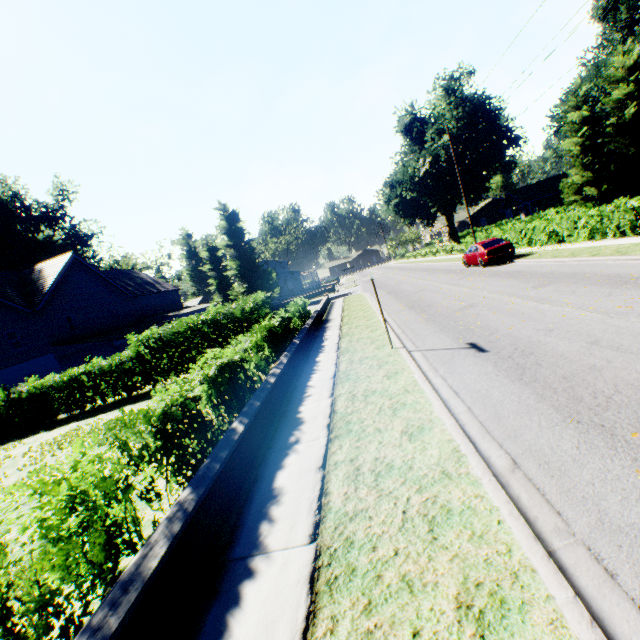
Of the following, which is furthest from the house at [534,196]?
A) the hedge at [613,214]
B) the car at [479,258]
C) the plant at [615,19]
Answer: the car at [479,258]

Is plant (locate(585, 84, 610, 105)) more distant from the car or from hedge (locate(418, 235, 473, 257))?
the car

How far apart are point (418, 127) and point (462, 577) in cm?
6035

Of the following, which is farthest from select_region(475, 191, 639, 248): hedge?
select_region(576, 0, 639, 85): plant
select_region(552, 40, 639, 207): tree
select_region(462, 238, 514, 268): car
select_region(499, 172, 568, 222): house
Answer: select_region(499, 172, 568, 222): house

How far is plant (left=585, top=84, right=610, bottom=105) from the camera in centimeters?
3794cm

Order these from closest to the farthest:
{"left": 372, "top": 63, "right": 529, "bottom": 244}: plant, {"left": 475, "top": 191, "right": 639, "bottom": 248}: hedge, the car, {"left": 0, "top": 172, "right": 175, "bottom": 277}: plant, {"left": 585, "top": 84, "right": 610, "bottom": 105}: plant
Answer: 1. {"left": 475, "top": 191, "right": 639, "bottom": 248}: hedge
2. the car
3. {"left": 0, "top": 172, "right": 175, "bottom": 277}: plant
4. {"left": 585, "top": 84, "right": 610, "bottom": 105}: plant
5. {"left": 372, "top": 63, "right": 529, "bottom": 244}: plant

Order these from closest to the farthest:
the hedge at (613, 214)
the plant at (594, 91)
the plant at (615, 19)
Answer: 1. the hedge at (613, 214)
2. the plant at (615, 19)
3. the plant at (594, 91)
